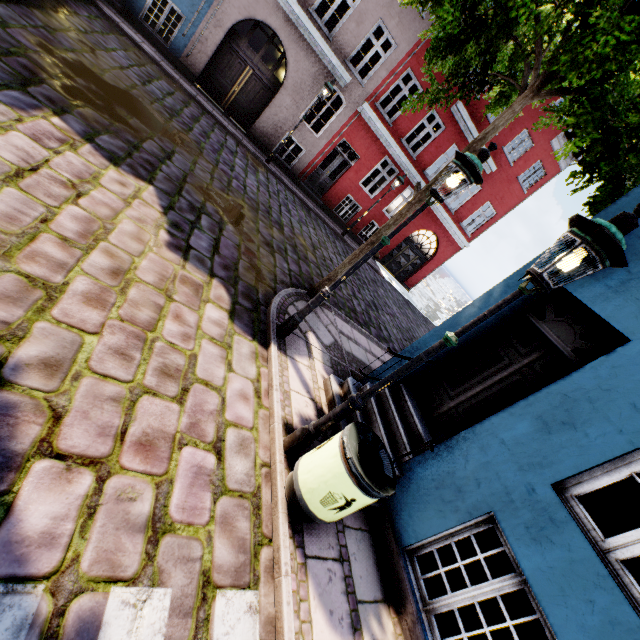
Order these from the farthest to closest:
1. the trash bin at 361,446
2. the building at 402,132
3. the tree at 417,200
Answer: the building at 402,132 → the tree at 417,200 → the trash bin at 361,446

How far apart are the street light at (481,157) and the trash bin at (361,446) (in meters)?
2.06

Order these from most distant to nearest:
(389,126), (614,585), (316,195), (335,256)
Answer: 1. (316,195)
2. (389,126)
3. (335,256)
4. (614,585)

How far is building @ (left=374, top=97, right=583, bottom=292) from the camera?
15.58m

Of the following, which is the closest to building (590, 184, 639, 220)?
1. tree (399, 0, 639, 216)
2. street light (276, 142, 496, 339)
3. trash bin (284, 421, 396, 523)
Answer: trash bin (284, 421, 396, 523)

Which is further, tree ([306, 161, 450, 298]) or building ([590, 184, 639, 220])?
tree ([306, 161, 450, 298])

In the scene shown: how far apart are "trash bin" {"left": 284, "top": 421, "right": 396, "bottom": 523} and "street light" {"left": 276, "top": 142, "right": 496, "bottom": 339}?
2.1 meters

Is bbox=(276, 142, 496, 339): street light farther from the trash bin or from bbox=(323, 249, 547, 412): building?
the trash bin
